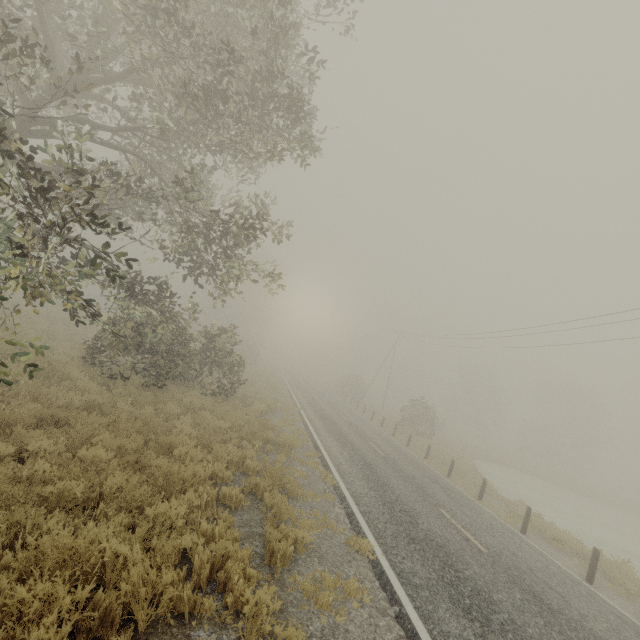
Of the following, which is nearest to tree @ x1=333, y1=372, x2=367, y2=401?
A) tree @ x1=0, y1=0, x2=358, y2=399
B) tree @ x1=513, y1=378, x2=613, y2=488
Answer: tree @ x1=0, y1=0, x2=358, y2=399

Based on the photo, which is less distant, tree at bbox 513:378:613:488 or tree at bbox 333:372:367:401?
tree at bbox 333:372:367:401

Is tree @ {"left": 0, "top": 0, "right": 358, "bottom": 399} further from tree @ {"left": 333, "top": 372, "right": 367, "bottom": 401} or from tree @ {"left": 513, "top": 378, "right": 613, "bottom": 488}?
tree @ {"left": 513, "top": 378, "right": 613, "bottom": 488}

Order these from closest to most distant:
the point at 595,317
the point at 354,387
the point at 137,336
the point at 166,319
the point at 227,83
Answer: the point at 227,83
the point at 137,336
the point at 166,319
the point at 595,317
the point at 354,387

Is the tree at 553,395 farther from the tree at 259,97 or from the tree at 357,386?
the tree at 259,97

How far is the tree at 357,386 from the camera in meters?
45.0
